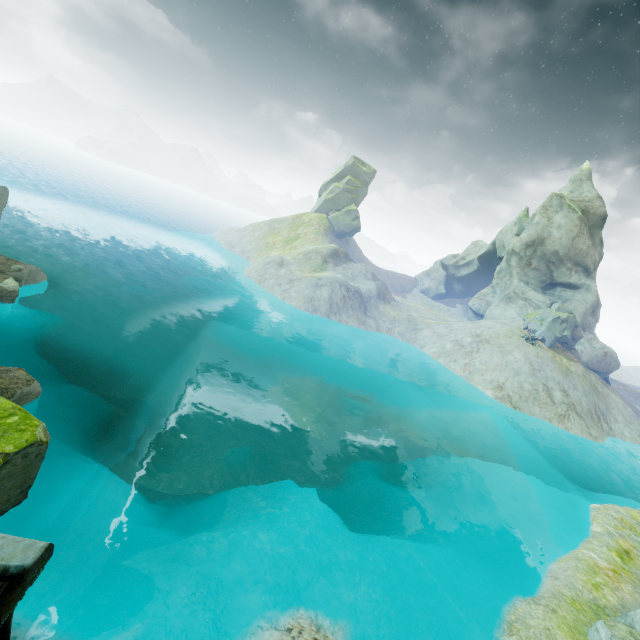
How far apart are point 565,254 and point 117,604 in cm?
6022

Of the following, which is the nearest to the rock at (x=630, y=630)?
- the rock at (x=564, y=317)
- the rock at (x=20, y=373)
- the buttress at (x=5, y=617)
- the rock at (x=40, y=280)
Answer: the buttress at (x=5, y=617)

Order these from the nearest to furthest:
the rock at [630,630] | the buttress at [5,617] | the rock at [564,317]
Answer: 1. the buttress at [5,617]
2. the rock at [630,630]
3. the rock at [564,317]

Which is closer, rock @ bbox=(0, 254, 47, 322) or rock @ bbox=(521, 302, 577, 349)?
rock @ bbox=(0, 254, 47, 322)

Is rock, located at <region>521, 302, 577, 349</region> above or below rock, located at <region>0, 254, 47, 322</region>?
above

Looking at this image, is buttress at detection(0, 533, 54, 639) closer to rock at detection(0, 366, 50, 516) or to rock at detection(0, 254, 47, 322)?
rock at detection(0, 366, 50, 516)

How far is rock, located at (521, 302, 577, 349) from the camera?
40.3 meters

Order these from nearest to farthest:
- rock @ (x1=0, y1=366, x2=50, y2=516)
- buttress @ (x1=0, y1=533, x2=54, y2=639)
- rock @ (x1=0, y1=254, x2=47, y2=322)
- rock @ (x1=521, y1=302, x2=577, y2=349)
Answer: buttress @ (x1=0, y1=533, x2=54, y2=639) → rock @ (x1=0, y1=366, x2=50, y2=516) → rock @ (x1=0, y1=254, x2=47, y2=322) → rock @ (x1=521, y1=302, x2=577, y2=349)
